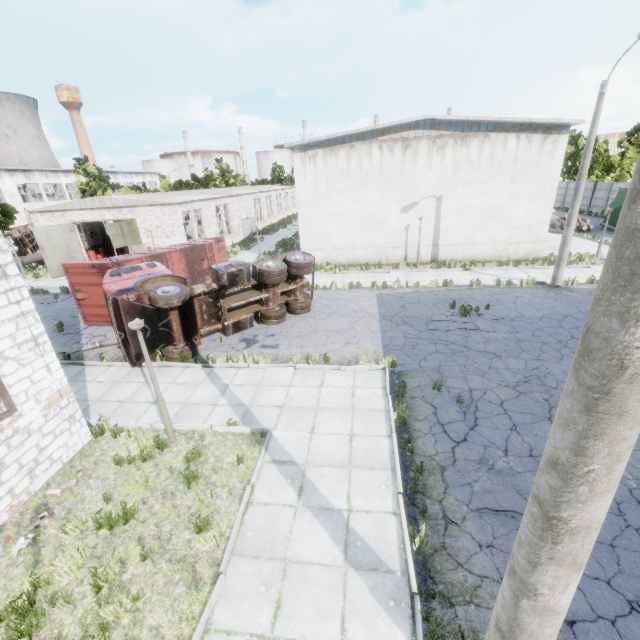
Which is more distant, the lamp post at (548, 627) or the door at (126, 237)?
the door at (126, 237)

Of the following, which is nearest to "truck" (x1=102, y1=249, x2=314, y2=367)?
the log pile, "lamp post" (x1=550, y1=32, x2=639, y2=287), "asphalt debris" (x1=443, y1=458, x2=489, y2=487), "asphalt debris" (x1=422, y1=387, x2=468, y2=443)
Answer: "asphalt debris" (x1=422, y1=387, x2=468, y2=443)

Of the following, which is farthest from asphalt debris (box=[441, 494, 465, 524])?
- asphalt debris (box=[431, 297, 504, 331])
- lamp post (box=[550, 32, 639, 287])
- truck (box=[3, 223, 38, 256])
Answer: truck (box=[3, 223, 38, 256])

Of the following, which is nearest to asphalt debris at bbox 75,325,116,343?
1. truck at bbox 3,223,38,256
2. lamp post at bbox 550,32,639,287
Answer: lamp post at bbox 550,32,639,287

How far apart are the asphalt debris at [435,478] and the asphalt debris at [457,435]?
0.5m

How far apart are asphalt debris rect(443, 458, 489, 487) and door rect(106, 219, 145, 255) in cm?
2502

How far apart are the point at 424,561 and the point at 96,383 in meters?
11.1

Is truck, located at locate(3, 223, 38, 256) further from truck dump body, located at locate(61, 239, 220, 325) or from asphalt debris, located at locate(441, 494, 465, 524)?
asphalt debris, located at locate(441, 494, 465, 524)
